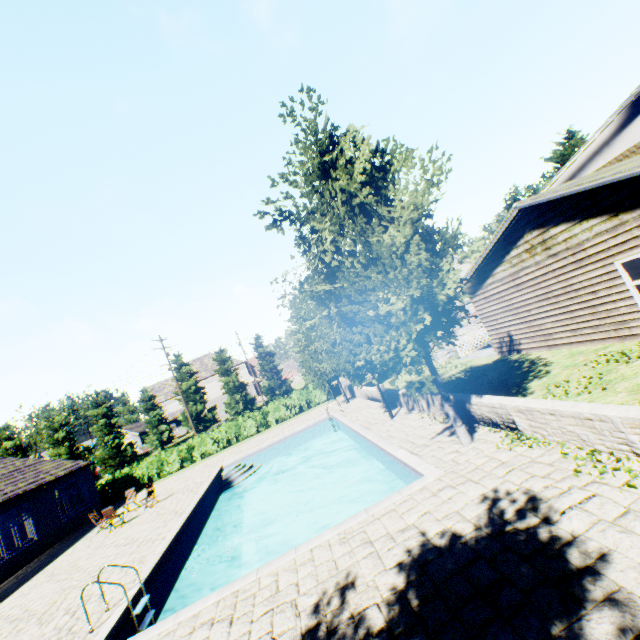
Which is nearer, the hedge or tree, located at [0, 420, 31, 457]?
the hedge

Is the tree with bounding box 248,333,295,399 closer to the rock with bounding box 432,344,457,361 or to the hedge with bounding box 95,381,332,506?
the rock with bounding box 432,344,457,361

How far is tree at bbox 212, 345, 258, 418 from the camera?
43.7 meters

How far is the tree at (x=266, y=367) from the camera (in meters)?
44.84

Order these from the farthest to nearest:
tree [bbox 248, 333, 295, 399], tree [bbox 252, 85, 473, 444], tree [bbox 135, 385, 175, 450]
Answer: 1. tree [bbox 248, 333, 295, 399]
2. tree [bbox 135, 385, 175, 450]
3. tree [bbox 252, 85, 473, 444]

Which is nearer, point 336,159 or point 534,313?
point 336,159

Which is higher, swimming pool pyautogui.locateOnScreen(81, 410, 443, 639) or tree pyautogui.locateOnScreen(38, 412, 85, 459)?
tree pyautogui.locateOnScreen(38, 412, 85, 459)
